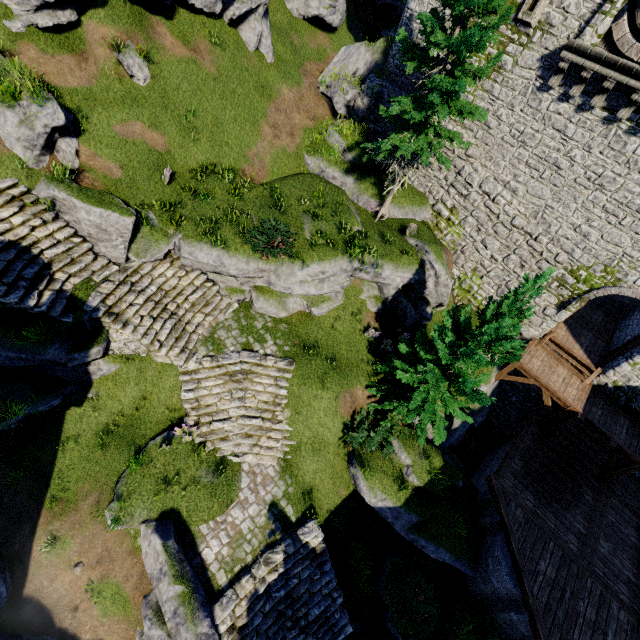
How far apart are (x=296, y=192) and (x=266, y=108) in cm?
508

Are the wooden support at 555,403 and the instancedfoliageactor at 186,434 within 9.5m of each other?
no

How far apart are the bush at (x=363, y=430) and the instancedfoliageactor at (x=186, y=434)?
5.6m

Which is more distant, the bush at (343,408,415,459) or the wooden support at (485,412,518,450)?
the wooden support at (485,412,518,450)

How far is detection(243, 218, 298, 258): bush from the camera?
12.41m

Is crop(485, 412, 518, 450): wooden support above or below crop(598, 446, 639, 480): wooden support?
below

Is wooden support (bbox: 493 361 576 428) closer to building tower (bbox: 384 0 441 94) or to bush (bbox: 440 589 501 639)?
building tower (bbox: 384 0 441 94)

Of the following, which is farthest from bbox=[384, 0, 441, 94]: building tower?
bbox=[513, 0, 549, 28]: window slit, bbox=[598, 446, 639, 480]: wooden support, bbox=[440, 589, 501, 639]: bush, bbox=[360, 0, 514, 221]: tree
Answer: bbox=[440, 589, 501, 639]: bush
